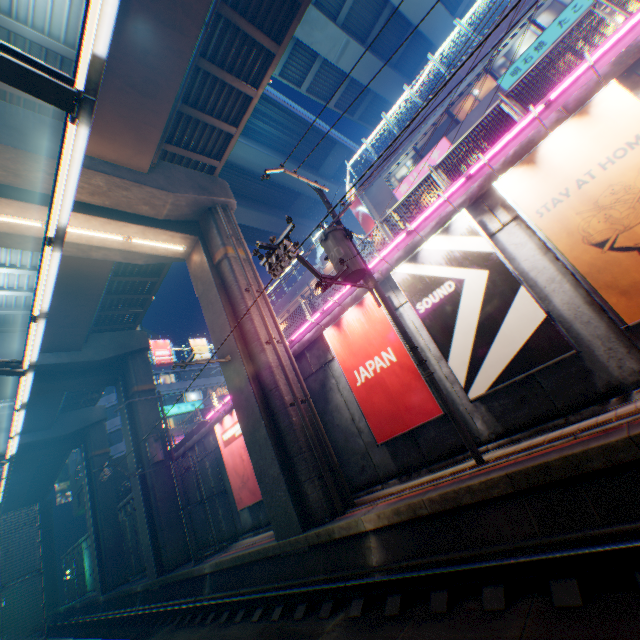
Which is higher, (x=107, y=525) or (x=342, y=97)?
(x=342, y=97)

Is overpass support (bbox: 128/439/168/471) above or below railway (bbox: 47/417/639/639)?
above

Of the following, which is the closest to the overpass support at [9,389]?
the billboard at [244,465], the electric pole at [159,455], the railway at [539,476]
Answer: the railway at [539,476]

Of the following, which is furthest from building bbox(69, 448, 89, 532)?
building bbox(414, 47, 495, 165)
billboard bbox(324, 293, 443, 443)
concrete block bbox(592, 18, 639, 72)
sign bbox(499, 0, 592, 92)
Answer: sign bbox(499, 0, 592, 92)

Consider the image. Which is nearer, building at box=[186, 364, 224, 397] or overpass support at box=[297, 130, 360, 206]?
overpass support at box=[297, 130, 360, 206]

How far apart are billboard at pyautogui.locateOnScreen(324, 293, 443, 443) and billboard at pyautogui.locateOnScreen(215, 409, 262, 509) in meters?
7.1 m

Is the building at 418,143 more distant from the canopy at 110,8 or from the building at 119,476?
the canopy at 110,8

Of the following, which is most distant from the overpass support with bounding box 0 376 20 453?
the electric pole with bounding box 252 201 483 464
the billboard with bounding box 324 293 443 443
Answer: the electric pole with bounding box 252 201 483 464
